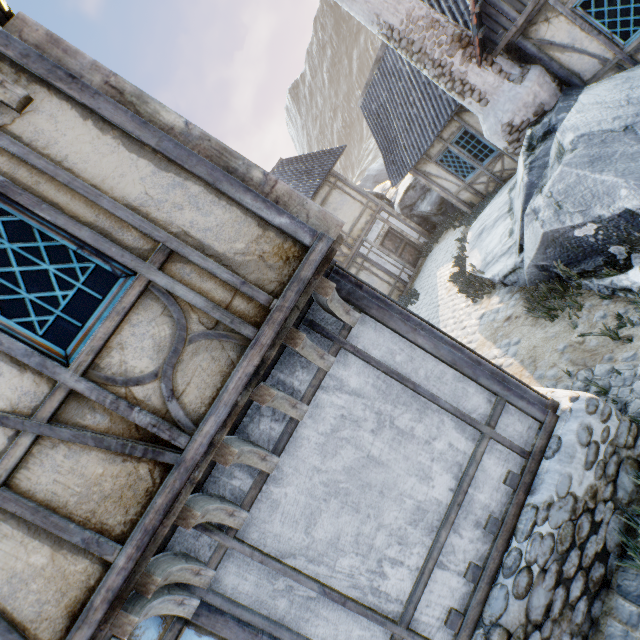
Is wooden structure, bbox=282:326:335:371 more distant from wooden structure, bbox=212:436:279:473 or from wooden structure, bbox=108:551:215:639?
wooden structure, bbox=108:551:215:639

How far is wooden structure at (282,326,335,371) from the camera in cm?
266

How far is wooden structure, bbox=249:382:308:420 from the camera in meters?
2.5

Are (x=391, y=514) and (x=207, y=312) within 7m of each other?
yes

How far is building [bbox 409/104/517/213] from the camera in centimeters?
979cm

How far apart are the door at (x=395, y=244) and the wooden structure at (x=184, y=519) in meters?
13.3 m

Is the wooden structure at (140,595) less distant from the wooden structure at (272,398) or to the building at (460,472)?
the building at (460,472)

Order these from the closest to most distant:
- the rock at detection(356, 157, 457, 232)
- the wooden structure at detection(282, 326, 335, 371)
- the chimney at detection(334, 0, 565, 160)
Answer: the wooden structure at detection(282, 326, 335, 371), the chimney at detection(334, 0, 565, 160), the rock at detection(356, 157, 457, 232)
